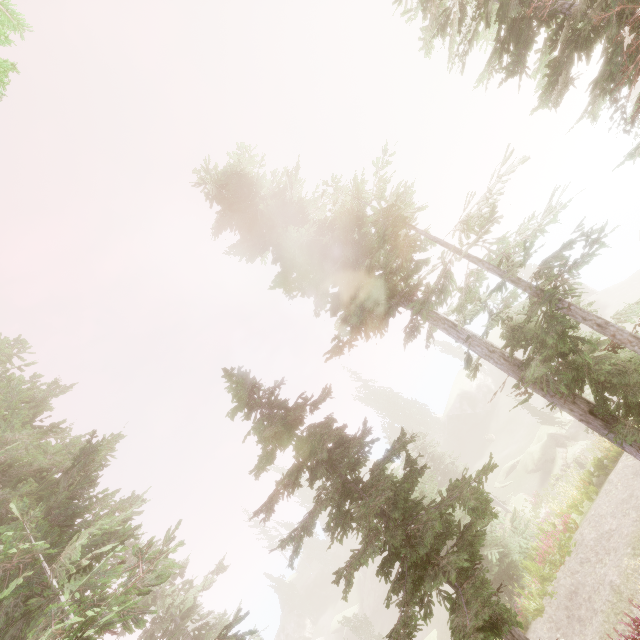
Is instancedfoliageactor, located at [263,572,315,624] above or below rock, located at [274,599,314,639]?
above

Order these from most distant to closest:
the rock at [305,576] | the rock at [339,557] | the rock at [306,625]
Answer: the rock at [339,557] → the rock at [305,576] → the rock at [306,625]

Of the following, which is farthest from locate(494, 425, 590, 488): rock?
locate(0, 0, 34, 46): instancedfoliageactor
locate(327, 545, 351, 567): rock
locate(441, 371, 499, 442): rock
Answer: locate(327, 545, 351, 567): rock

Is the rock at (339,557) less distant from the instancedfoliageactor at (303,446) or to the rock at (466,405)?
the instancedfoliageactor at (303,446)

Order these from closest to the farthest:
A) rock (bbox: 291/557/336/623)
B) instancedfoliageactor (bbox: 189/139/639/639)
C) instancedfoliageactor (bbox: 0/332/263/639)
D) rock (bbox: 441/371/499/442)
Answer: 1. instancedfoliageactor (bbox: 0/332/263/639)
2. instancedfoliageactor (bbox: 189/139/639/639)
3. rock (bbox: 441/371/499/442)
4. rock (bbox: 291/557/336/623)

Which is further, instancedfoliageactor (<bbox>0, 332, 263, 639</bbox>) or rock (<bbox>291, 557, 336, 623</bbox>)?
rock (<bbox>291, 557, 336, 623</bbox>)

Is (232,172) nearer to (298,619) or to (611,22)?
(611,22)

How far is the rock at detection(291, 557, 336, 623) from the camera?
52.62m
